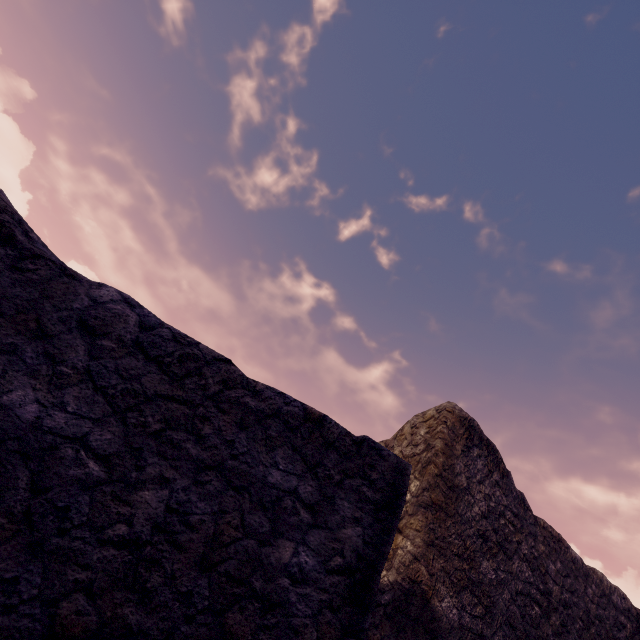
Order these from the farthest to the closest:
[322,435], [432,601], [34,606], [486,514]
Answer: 1. [486,514]
2. [432,601]
3. [322,435]
4. [34,606]
